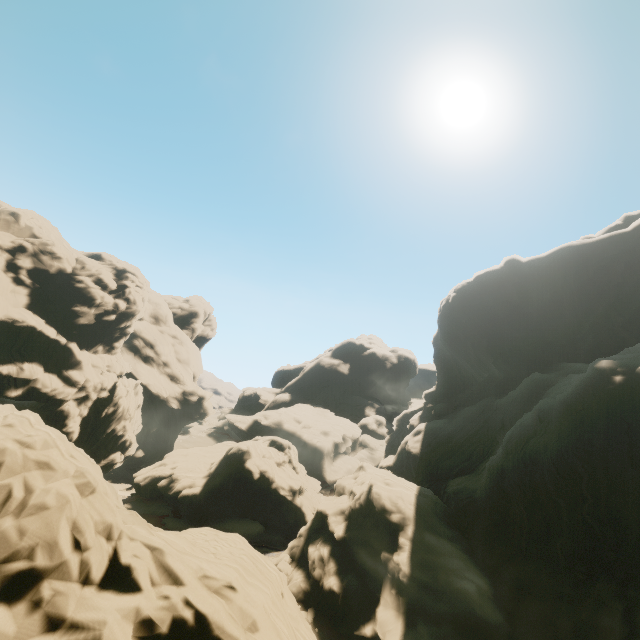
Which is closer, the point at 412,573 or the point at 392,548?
the point at 412,573
